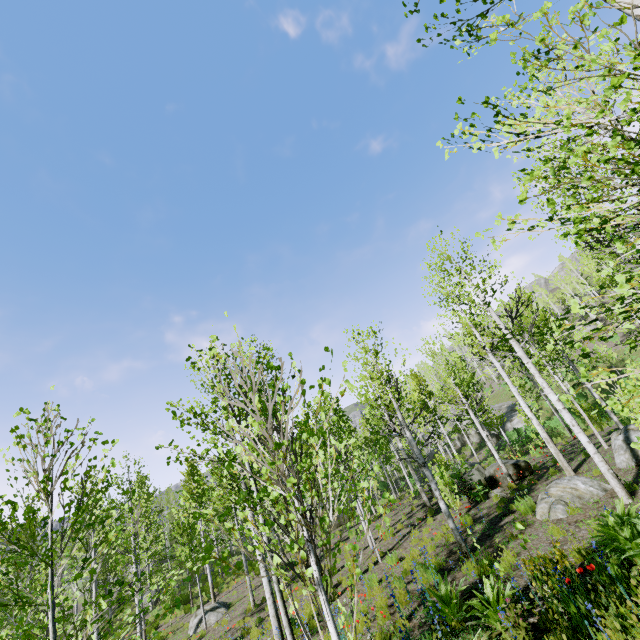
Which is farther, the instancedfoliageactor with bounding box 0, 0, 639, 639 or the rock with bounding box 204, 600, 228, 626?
the rock with bounding box 204, 600, 228, 626

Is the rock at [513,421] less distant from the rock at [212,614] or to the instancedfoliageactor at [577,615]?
the instancedfoliageactor at [577,615]

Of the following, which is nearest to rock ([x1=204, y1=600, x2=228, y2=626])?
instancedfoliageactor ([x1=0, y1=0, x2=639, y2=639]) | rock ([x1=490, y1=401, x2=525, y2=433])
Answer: instancedfoliageactor ([x1=0, y1=0, x2=639, y2=639])

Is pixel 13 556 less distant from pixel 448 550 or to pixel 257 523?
pixel 257 523

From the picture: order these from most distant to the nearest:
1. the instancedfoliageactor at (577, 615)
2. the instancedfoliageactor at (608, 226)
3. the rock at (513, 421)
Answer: the rock at (513, 421), the instancedfoliageactor at (577, 615), the instancedfoliageactor at (608, 226)

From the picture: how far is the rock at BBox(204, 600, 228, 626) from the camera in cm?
1475

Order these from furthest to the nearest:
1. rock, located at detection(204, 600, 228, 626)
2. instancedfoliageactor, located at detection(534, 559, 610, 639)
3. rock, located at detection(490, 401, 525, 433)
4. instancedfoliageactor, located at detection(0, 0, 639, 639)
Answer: rock, located at detection(490, 401, 525, 433)
rock, located at detection(204, 600, 228, 626)
instancedfoliageactor, located at detection(534, 559, 610, 639)
instancedfoliageactor, located at detection(0, 0, 639, 639)
